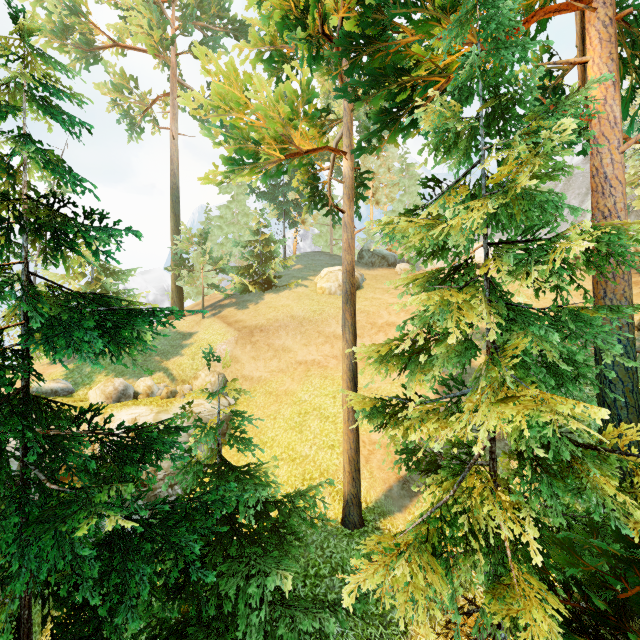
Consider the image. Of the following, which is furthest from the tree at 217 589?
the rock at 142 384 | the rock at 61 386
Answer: the rock at 61 386

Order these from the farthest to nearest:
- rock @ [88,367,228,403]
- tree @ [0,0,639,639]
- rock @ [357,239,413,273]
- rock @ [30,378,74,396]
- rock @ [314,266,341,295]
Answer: rock @ [357,239,413,273]
rock @ [314,266,341,295]
rock @ [30,378,74,396]
rock @ [88,367,228,403]
tree @ [0,0,639,639]

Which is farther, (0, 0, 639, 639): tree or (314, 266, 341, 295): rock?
(314, 266, 341, 295): rock

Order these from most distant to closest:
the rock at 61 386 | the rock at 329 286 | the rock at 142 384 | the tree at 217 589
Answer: the rock at 329 286
the rock at 61 386
the rock at 142 384
the tree at 217 589

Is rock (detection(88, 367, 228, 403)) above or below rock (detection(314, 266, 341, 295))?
below

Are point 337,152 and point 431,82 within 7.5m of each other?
yes

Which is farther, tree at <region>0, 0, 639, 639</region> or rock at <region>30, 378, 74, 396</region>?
rock at <region>30, 378, 74, 396</region>

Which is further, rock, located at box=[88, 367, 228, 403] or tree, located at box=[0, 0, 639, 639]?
rock, located at box=[88, 367, 228, 403]
